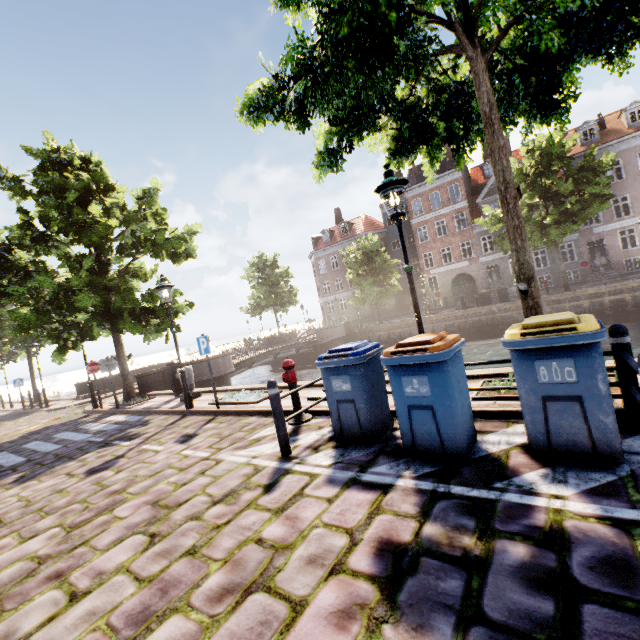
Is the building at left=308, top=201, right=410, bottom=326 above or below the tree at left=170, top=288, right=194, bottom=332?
above

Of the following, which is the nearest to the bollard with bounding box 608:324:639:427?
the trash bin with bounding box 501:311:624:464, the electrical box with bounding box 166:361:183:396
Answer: the trash bin with bounding box 501:311:624:464

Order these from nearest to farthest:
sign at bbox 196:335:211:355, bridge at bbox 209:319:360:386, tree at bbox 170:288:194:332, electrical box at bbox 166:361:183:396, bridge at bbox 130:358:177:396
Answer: sign at bbox 196:335:211:355 → electrical box at bbox 166:361:183:396 → tree at bbox 170:288:194:332 → bridge at bbox 130:358:177:396 → bridge at bbox 209:319:360:386

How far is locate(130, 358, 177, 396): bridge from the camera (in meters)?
14.38

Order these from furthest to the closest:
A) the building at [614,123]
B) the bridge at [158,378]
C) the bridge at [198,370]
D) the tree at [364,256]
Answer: the tree at [364,256] < the building at [614,123] < the bridge at [198,370] < the bridge at [158,378]

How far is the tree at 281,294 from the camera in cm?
3538

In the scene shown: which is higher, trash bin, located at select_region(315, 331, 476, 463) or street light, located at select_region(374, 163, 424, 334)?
street light, located at select_region(374, 163, 424, 334)

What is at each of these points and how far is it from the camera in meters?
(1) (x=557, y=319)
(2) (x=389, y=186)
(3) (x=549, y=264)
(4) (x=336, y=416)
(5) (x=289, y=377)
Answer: (1) trash bin, 3.2 m
(2) street light, 4.9 m
(3) building, 29.5 m
(4) trash bin, 4.7 m
(5) hydrant, 6.0 m
